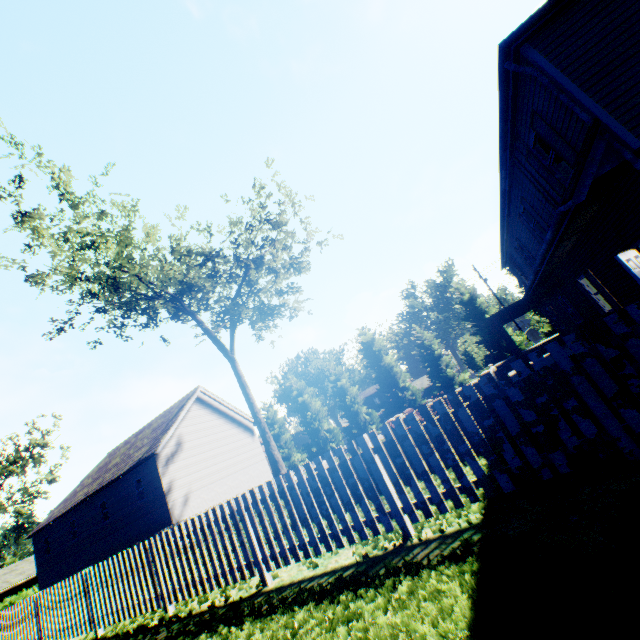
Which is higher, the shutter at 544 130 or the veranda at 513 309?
the shutter at 544 130

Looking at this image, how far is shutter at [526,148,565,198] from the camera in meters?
9.0

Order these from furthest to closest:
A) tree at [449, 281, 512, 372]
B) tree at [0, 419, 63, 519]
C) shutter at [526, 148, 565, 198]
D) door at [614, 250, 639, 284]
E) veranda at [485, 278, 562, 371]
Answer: tree at [0, 419, 63, 519] < tree at [449, 281, 512, 372] < veranda at [485, 278, 562, 371] < shutter at [526, 148, 565, 198] < door at [614, 250, 639, 284]

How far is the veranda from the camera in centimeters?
1489cm

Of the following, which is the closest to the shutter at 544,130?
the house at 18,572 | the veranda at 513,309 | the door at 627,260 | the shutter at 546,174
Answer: the shutter at 546,174

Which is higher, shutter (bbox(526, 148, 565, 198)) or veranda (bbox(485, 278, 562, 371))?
shutter (bbox(526, 148, 565, 198))

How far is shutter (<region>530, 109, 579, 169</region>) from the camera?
7.51m

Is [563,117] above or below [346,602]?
above
